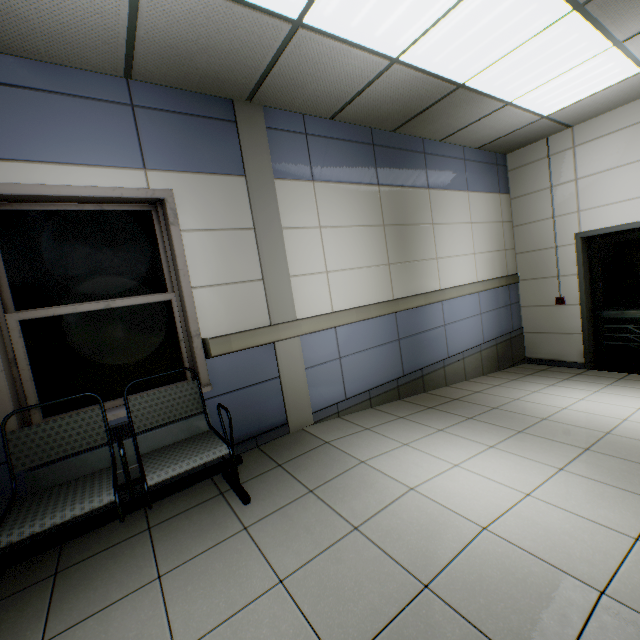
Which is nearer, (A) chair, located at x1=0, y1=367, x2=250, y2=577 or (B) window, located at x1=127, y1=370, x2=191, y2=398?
(A) chair, located at x1=0, y1=367, x2=250, y2=577

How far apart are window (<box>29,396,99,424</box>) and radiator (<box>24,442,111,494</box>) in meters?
0.2

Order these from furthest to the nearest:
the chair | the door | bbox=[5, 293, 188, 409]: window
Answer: the door, bbox=[5, 293, 188, 409]: window, the chair

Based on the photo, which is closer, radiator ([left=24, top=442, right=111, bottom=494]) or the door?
radiator ([left=24, top=442, right=111, bottom=494])

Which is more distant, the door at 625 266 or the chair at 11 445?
the door at 625 266

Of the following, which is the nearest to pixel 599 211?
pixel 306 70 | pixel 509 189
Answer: pixel 509 189

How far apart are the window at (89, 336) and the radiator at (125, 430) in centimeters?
21cm
